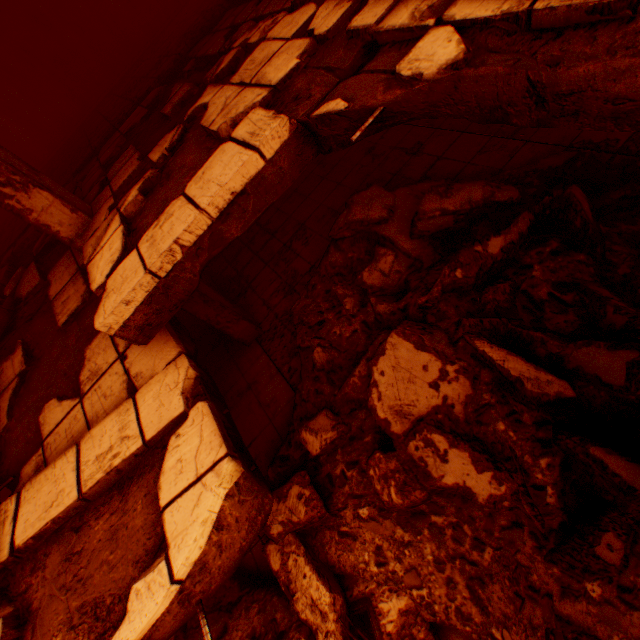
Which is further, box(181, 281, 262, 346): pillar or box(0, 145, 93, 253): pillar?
box(181, 281, 262, 346): pillar

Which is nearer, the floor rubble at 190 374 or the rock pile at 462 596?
the floor rubble at 190 374

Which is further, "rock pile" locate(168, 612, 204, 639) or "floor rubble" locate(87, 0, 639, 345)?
"rock pile" locate(168, 612, 204, 639)

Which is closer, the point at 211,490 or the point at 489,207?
the point at 211,490

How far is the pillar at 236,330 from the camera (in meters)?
4.79

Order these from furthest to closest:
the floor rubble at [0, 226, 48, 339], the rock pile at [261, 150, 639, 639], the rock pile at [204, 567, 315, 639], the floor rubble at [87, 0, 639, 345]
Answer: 1. the floor rubble at [0, 226, 48, 339]
2. the rock pile at [204, 567, 315, 639]
3. the rock pile at [261, 150, 639, 639]
4. the floor rubble at [87, 0, 639, 345]

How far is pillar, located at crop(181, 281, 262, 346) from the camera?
4.79m
